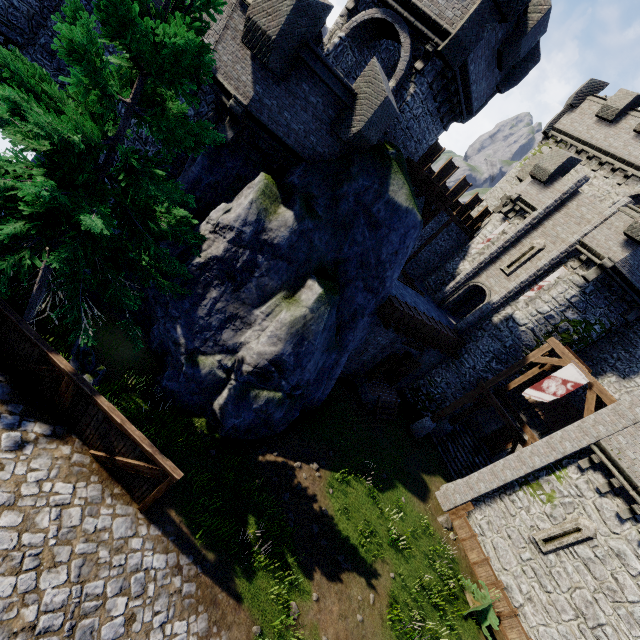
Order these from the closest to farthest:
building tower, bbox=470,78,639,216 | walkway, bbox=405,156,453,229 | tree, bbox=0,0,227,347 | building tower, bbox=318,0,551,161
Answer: tree, bbox=0,0,227,347 < building tower, bbox=318,0,551,161 < walkway, bbox=405,156,453,229 < building tower, bbox=470,78,639,216

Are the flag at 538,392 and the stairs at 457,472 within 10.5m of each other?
yes

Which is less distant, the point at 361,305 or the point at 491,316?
the point at 361,305

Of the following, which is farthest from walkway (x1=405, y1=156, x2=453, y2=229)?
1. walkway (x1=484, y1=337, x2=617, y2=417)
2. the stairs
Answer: the stairs

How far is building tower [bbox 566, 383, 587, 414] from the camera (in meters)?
19.47

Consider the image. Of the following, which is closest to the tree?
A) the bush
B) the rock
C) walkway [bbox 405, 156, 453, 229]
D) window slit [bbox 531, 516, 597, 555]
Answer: the rock

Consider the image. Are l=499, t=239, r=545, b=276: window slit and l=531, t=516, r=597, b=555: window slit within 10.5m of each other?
no

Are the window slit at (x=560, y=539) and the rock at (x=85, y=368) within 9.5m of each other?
no
